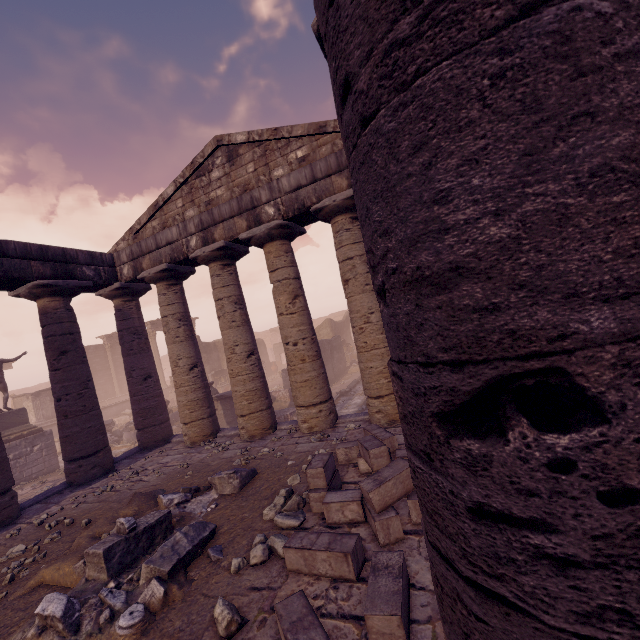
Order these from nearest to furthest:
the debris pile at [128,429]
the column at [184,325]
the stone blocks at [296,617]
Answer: the stone blocks at [296,617]
the column at [184,325]
the debris pile at [128,429]

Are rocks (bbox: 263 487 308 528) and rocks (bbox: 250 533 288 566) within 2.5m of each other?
yes

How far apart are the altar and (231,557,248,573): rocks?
21.7 meters

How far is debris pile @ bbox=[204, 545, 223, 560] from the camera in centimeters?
410cm

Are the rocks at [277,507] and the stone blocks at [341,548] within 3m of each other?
yes

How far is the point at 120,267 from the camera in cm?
1045

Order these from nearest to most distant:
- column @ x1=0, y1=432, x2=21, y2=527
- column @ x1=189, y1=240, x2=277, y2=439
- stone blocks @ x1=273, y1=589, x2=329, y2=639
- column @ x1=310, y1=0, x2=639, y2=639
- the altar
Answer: column @ x1=310, y1=0, x2=639, y2=639
stone blocks @ x1=273, y1=589, x2=329, y2=639
column @ x1=0, y1=432, x2=21, y2=527
column @ x1=189, y1=240, x2=277, y2=439
the altar

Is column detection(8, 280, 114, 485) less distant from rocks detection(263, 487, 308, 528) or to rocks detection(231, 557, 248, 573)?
rocks detection(263, 487, 308, 528)
